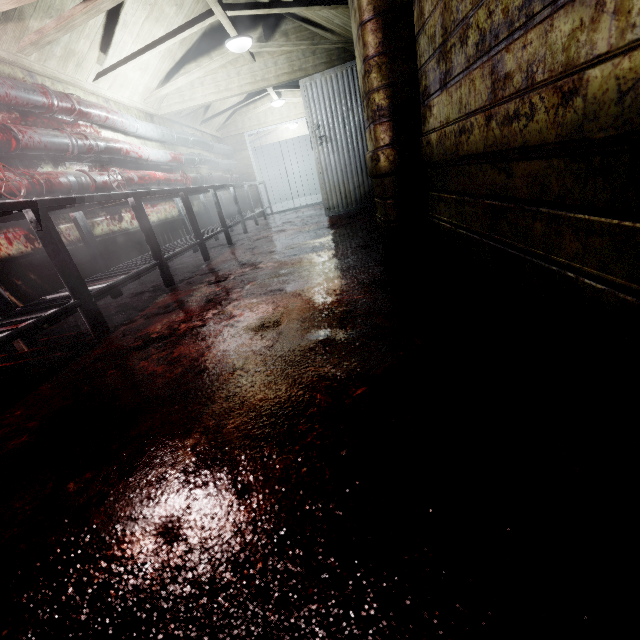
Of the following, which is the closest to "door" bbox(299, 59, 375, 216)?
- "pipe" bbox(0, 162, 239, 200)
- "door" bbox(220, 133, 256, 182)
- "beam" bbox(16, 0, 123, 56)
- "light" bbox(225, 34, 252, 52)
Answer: "beam" bbox(16, 0, 123, 56)

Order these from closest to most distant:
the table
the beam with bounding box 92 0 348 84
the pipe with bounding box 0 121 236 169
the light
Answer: the table, the pipe with bounding box 0 121 236 169, the beam with bounding box 92 0 348 84, the light

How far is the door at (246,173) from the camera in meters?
7.9

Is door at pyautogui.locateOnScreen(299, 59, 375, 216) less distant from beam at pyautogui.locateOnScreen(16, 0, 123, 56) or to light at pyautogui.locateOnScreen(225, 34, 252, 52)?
beam at pyautogui.locateOnScreen(16, 0, 123, 56)

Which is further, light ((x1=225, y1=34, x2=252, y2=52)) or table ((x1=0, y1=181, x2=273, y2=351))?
light ((x1=225, y1=34, x2=252, y2=52))

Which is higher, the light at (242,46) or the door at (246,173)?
the light at (242,46)

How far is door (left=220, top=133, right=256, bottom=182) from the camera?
7.9m

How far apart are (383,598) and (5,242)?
3.2 meters
